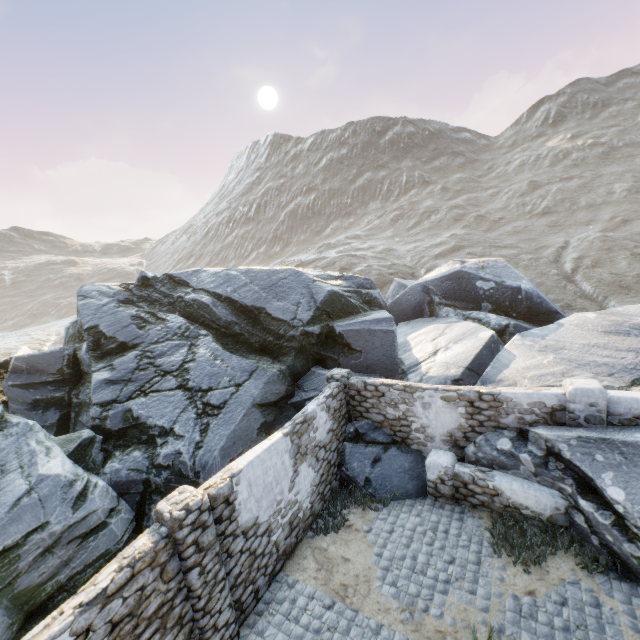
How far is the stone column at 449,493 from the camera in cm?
855

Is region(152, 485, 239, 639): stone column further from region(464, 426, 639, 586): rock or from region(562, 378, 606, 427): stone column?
region(562, 378, 606, 427): stone column

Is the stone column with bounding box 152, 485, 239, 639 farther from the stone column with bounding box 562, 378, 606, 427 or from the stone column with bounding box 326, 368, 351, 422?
the stone column with bounding box 562, 378, 606, 427

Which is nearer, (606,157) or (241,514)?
(241,514)

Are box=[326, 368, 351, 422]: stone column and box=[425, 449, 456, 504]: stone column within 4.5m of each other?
yes

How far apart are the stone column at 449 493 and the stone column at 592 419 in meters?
2.8 m

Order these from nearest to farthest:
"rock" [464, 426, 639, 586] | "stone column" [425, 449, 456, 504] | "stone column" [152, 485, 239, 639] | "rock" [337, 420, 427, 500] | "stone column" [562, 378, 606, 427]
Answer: "stone column" [152, 485, 239, 639]
"rock" [464, 426, 639, 586]
"stone column" [562, 378, 606, 427]
"stone column" [425, 449, 456, 504]
"rock" [337, 420, 427, 500]

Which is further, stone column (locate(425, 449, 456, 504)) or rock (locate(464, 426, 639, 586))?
stone column (locate(425, 449, 456, 504))
